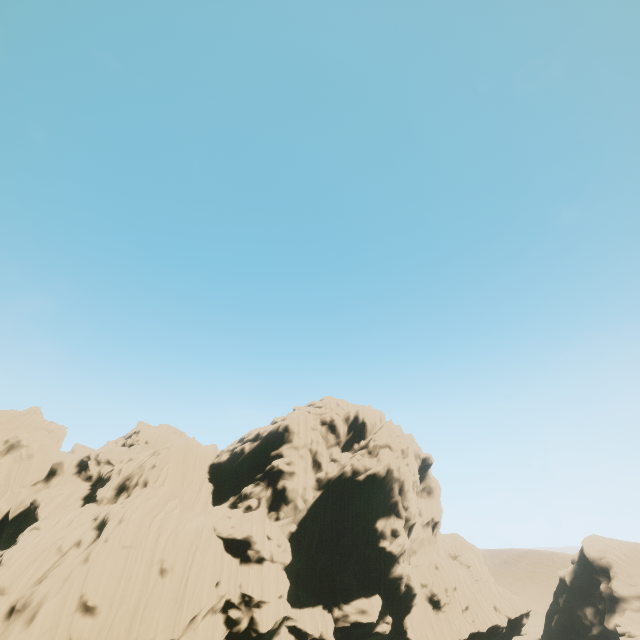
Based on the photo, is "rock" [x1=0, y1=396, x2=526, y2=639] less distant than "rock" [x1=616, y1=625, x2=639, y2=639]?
Yes

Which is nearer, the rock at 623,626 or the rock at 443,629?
the rock at 443,629

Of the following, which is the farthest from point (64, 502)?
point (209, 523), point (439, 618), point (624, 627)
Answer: point (624, 627)
